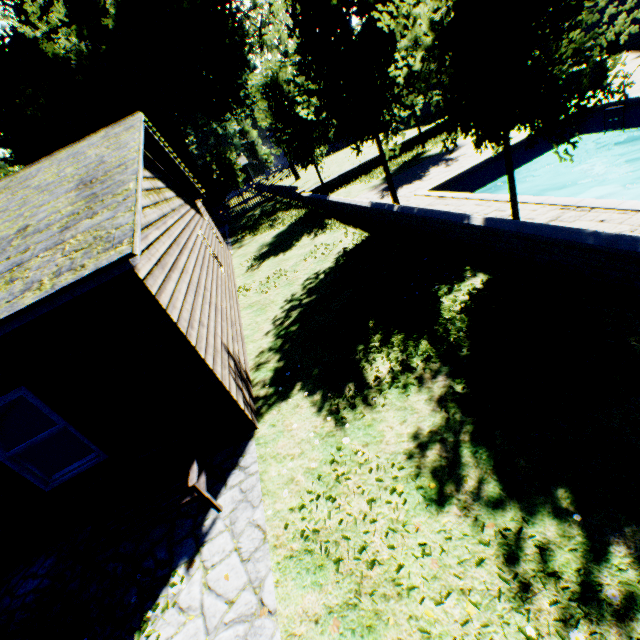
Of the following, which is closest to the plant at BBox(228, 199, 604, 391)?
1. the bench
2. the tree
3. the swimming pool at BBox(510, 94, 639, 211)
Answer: the tree

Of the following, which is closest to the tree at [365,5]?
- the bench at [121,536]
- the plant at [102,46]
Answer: the plant at [102,46]

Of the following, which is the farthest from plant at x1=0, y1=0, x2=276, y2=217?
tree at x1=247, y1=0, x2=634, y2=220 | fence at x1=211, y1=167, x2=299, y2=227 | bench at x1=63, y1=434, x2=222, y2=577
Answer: bench at x1=63, y1=434, x2=222, y2=577

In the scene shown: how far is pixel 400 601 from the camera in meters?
2.9

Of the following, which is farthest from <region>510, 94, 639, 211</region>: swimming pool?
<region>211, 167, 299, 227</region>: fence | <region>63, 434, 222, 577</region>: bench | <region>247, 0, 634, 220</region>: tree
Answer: <region>211, 167, 299, 227</region>: fence

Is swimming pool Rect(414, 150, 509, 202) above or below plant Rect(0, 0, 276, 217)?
below

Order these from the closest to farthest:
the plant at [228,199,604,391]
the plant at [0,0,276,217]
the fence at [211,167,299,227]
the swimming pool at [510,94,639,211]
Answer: the plant at [228,199,604,391] → the swimming pool at [510,94,639,211] → the plant at [0,0,276,217] → the fence at [211,167,299,227]

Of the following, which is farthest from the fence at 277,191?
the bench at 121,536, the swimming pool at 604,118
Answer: the bench at 121,536
